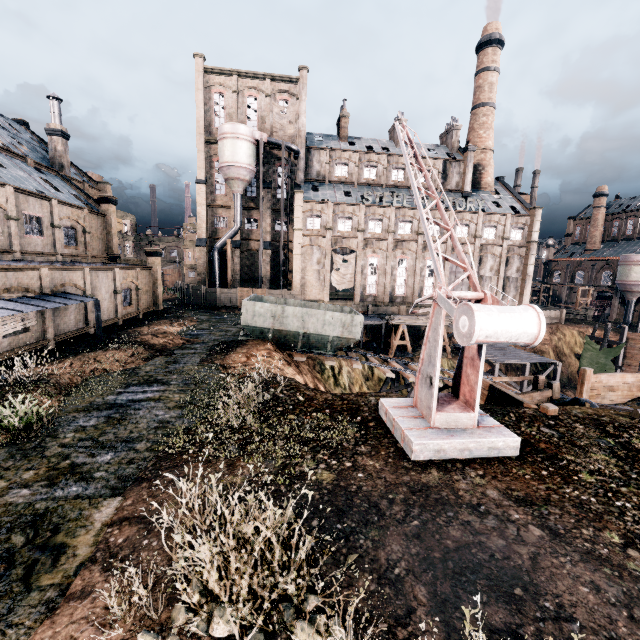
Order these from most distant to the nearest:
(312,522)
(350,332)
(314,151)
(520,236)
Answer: (520,236)
(314,151)
(350,332)
(312,522)

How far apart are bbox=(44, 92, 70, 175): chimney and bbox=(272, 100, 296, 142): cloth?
24.2 meters

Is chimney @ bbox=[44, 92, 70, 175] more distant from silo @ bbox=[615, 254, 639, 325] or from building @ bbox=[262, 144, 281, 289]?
silo @ bbox=[615, 254, 639, 325]

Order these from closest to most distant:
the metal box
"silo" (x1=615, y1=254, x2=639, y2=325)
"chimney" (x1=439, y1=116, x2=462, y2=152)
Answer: the metal box < "chimney" (x1=439, y1=116, x2=462, y2=152) < "silo" (x1=615, y1=254, x2=639, y2=325)

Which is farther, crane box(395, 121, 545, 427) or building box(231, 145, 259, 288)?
building box(231, 145, 259, 288)

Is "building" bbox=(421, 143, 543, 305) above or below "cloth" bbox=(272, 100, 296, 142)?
below

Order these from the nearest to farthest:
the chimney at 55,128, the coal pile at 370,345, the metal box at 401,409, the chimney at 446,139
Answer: the metal box at 401,409, the chimney at 55,128, the coal pile at 370,345, the chimney at 446,139

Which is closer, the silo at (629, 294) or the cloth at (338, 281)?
the cloth at (338, 281)
